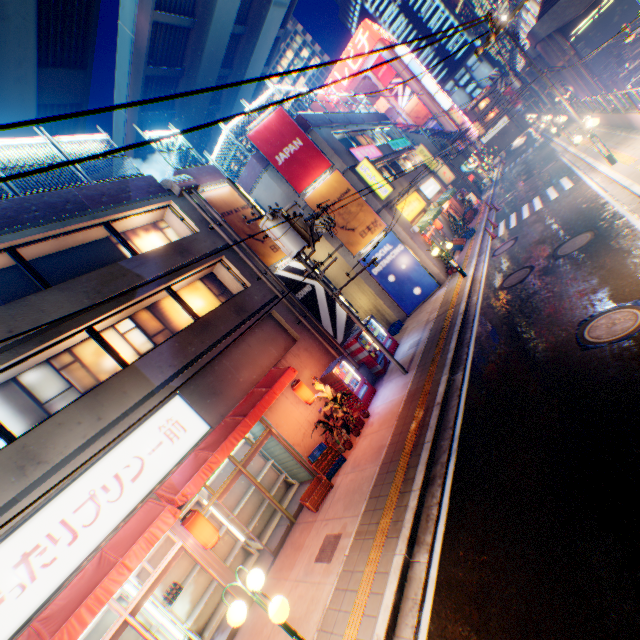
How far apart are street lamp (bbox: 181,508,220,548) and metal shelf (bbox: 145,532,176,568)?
1.69m

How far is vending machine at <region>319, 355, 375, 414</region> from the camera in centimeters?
1248cm

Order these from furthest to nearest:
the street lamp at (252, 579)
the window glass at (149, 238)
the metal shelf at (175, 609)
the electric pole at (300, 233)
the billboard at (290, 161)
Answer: the billboard at (290, 161) → the window glass at (149, 238) → the electric pole at (300, 233) → the metal shelf at (175, 609) → the street lamp at (252, 579)

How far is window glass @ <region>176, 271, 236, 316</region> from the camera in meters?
12.4 m

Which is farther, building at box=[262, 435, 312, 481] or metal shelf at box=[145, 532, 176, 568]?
building at box=[262, 435, 312, 481]

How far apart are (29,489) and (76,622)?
2.8m

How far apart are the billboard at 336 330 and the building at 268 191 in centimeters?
289cm

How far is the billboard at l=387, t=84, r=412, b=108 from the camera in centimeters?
5484cm
